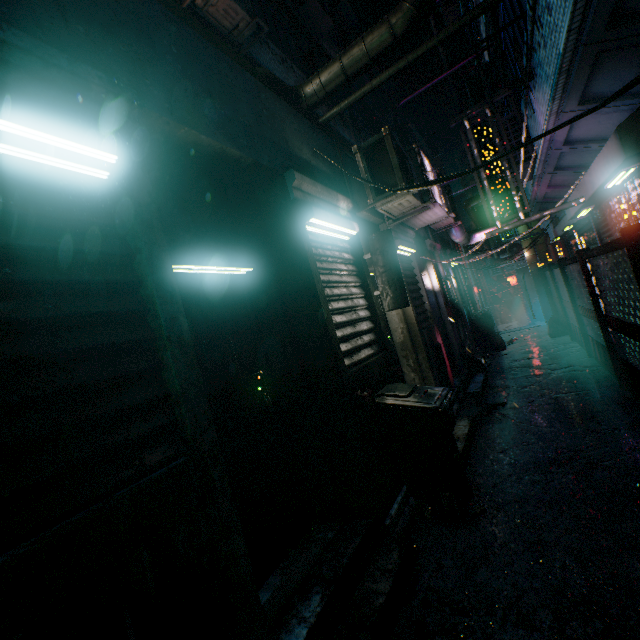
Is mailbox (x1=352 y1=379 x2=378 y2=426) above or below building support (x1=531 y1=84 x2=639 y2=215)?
below

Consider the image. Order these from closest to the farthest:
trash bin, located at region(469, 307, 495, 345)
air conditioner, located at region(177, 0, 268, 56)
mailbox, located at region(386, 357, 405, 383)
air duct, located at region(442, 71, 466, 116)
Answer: mailbox, located at region(386, 357, 405, 383) → air conditioner, located at region(177, 0, 268, 56) → air duct, located at region(442, 71, 466, 116) → trash bin, located at region(469, 307, 495, 345)

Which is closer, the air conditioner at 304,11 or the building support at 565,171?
the building support at 565,171

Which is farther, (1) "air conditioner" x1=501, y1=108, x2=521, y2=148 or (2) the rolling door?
(1) "air conditioner" x1=501, y1=108, x2=521, y2=148

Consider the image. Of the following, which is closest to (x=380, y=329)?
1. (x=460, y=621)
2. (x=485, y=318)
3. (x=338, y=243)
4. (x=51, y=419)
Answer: (x=338, y=243)

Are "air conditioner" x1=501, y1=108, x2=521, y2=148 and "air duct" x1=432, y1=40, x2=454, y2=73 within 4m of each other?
yes

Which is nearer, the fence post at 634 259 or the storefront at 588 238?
the fence post at 634 259

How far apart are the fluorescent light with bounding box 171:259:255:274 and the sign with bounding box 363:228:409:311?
1.45m
